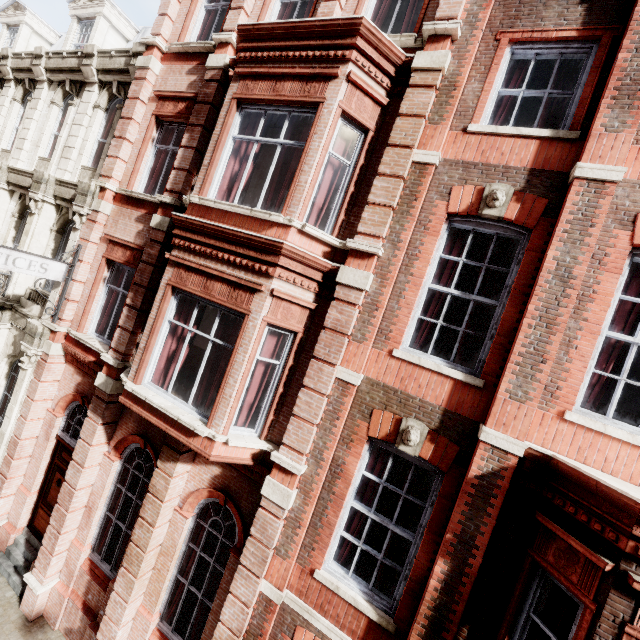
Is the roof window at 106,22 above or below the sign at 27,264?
above

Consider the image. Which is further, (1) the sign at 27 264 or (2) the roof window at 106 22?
(2) the roof window at 106 22

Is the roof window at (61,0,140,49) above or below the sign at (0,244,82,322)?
above

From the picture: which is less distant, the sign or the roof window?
the sign

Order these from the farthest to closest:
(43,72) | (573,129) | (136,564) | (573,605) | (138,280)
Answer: (43,72)
(138,280)
(136,564)
(573,129)
(573,605)
